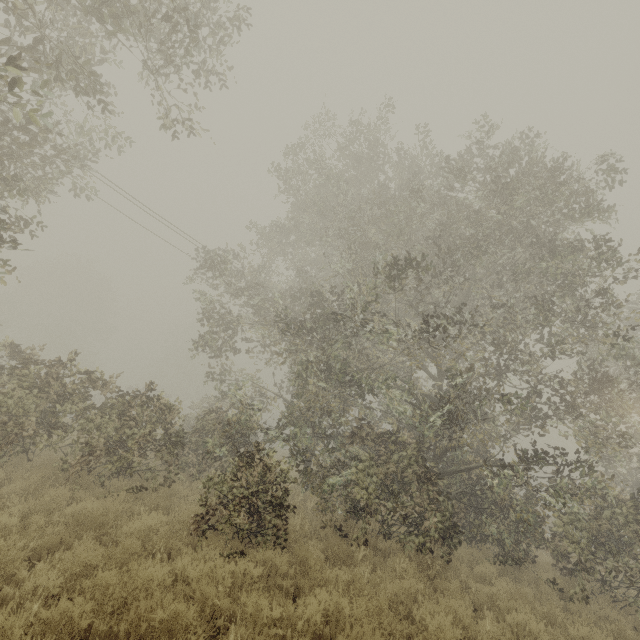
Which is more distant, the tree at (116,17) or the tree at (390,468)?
the tree at (390,468)

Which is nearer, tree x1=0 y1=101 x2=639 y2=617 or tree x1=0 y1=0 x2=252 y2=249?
tree x1=0 y1=0 x2=252 y2=249

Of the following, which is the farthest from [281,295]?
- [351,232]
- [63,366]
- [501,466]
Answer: [501,466]
